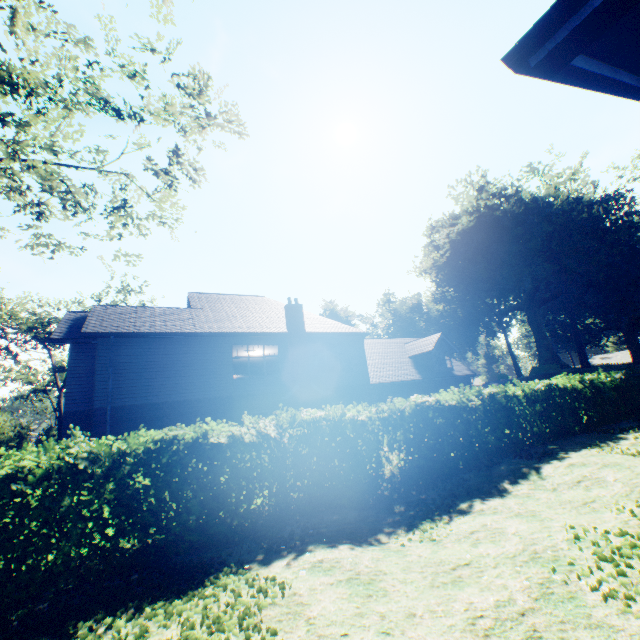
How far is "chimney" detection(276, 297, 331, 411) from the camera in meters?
18.1

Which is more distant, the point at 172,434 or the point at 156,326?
the point at 156,326

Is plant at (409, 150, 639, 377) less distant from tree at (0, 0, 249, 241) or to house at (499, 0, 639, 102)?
tree at (0, 0, 249, 241)

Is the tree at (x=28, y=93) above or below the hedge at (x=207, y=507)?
above

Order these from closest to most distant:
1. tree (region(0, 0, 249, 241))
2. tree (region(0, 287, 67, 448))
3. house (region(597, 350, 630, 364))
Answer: tree (region(0, 0, 249, 241)) < tree (region(0, 287, 67, 448)) < house (region(597, 350, 630, 364))

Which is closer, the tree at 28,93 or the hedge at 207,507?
A: the hedge at 207,507

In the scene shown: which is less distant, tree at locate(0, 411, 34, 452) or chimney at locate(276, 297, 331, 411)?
chimney at locate(276, 297, 331, 411)

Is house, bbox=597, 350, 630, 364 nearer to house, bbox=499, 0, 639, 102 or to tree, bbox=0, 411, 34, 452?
tree, bbox=0, 411, 34, 452
